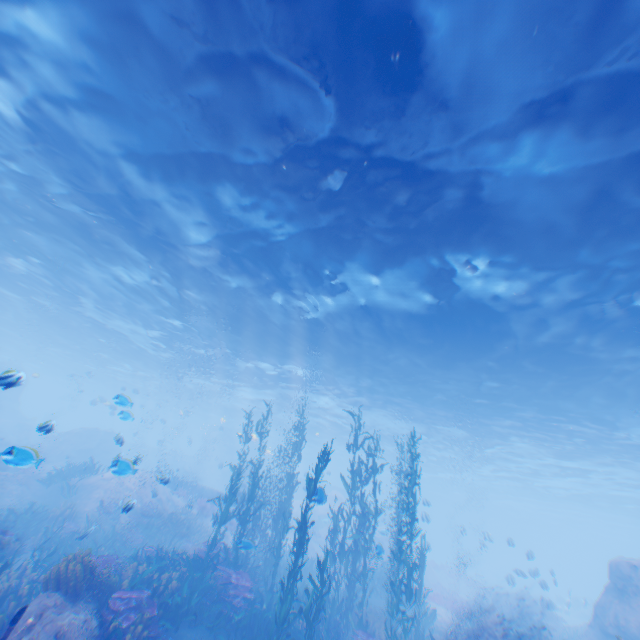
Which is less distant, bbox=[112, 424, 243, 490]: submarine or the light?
the light

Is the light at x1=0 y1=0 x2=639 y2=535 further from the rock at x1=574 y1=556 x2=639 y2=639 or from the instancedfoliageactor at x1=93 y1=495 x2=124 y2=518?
the instancedfoliageactor at x1=93 y1=495 x2=124 y2=518

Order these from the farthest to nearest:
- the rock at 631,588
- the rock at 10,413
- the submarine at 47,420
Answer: the rock at 631,588 → the submarine at 47,420 → the rock at 10,413

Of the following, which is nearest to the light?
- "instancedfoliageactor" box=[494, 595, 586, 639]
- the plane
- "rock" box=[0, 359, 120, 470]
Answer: "rock" box=[0, 359, 120, 470]

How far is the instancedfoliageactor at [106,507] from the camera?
12.6 meters

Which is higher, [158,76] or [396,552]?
[158,76]

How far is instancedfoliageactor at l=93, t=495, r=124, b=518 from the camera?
12.6 meters

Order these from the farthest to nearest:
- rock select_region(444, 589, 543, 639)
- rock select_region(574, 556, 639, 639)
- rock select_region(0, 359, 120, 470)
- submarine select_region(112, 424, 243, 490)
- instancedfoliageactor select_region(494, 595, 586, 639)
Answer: submarine select_region(112, 424, 243, 490), instancedfoliageactor select_region(494, 595, 586, 639), rock select_region(444, 589, 543, 639), rock select_region(574, 556, 639, 639), rock select_region(0, 359, 120, 470)
